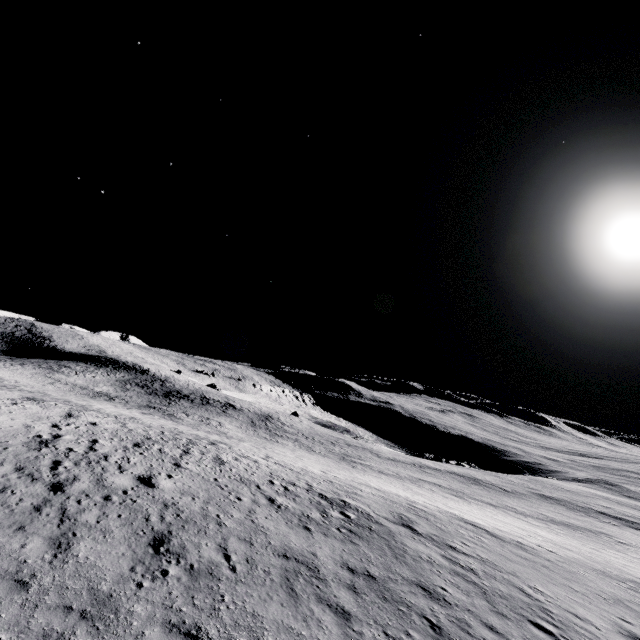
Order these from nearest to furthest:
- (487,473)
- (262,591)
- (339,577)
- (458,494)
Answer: (262,591) → (339,577) → (458,494) → (487,473)
